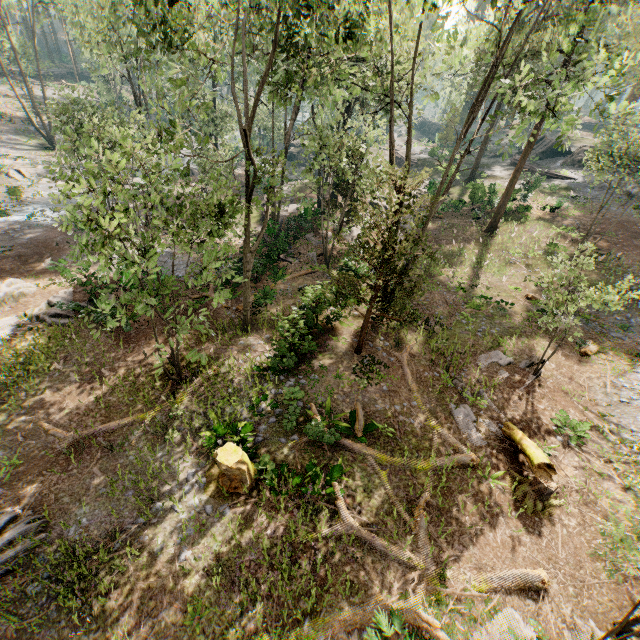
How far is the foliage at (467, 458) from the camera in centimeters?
1175cm

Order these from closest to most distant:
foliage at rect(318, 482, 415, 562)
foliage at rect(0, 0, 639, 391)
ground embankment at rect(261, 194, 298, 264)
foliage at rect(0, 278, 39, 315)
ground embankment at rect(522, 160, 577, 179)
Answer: foliage at rect(318, 482, 415, 562)
foliage at rect(0, 0, 639, 391)
foliage at rect(0, 278, 39, 315)
ground embankment at rect(261, 194, 298, 264)
ground embankment at rect(522, 160, 577, 179)

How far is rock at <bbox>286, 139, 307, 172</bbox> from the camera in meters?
49.0 m

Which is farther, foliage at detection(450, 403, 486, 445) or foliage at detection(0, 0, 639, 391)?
foliage at detection(450, 403, 486, 445)

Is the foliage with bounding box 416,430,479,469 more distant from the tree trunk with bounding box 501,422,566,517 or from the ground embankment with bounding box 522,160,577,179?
the tree trunk with bounding box 501,422,566,517

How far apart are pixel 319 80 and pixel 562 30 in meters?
10.1 m

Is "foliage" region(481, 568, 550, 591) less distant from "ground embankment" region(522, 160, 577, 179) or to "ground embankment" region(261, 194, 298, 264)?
"ground embankment" region(261, 194, 298, 264)

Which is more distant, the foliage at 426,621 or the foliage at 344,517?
the foliage at 344,517
